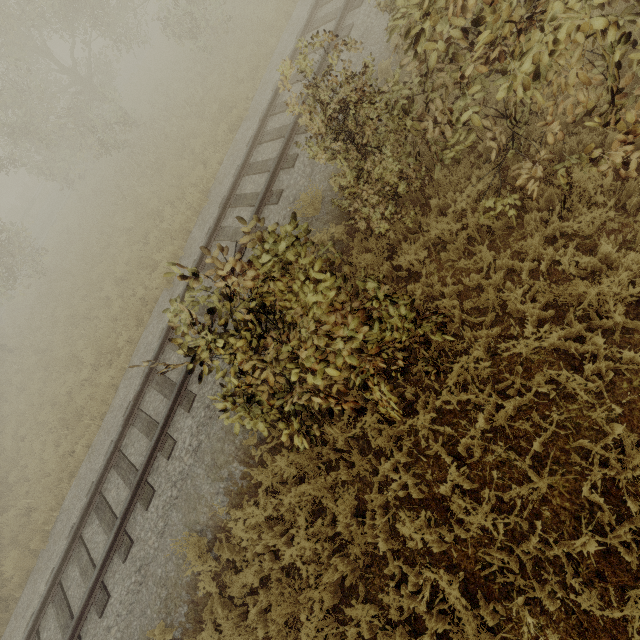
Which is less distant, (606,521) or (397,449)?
(606,521)

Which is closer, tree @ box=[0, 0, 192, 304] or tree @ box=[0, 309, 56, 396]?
tree @ box=[0, 0, 192, 304]

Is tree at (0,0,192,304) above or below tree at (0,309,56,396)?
above

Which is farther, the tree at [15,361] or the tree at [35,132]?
the tree at [15,361]

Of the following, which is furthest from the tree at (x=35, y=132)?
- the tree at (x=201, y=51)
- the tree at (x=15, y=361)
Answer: the tree at (x=15, y=361)

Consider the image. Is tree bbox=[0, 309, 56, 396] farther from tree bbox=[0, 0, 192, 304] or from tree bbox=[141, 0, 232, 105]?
tree bbox=[141, 0, 232, 105]

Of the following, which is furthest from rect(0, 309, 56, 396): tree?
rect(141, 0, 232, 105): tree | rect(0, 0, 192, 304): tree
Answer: rect(141, 0, 232, 105): tree
